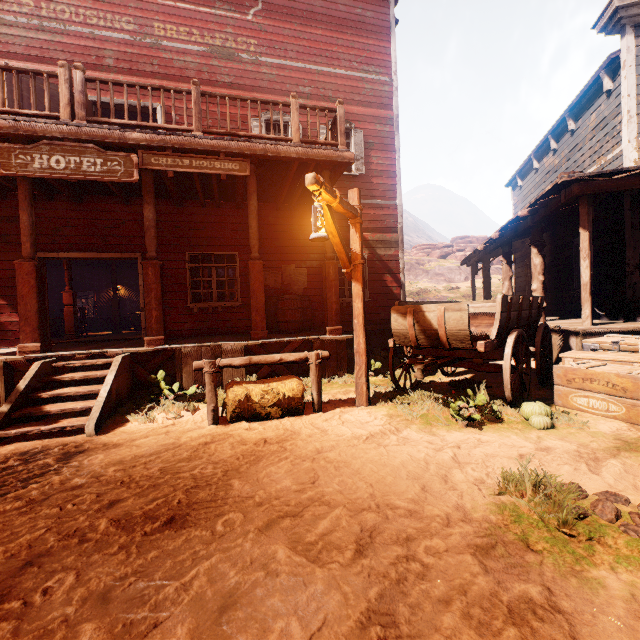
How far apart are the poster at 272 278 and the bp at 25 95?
4.3 meters

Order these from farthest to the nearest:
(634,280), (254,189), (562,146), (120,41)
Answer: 1. (562,146)
2. (120,41)
3. (634,280)
4. (254,189)

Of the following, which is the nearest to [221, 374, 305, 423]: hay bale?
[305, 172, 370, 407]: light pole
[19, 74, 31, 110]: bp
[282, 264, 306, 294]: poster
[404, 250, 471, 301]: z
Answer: [404, 250, 471, 301]: z

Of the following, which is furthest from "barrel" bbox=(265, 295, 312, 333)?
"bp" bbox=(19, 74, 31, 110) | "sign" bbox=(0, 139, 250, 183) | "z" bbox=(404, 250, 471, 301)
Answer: "bp" bbox=(19, 74, 31, 110)

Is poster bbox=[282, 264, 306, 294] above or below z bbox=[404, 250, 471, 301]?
below

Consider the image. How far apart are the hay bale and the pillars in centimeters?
933cm

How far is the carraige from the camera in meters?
4.2

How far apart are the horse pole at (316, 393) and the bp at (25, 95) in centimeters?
665cm
